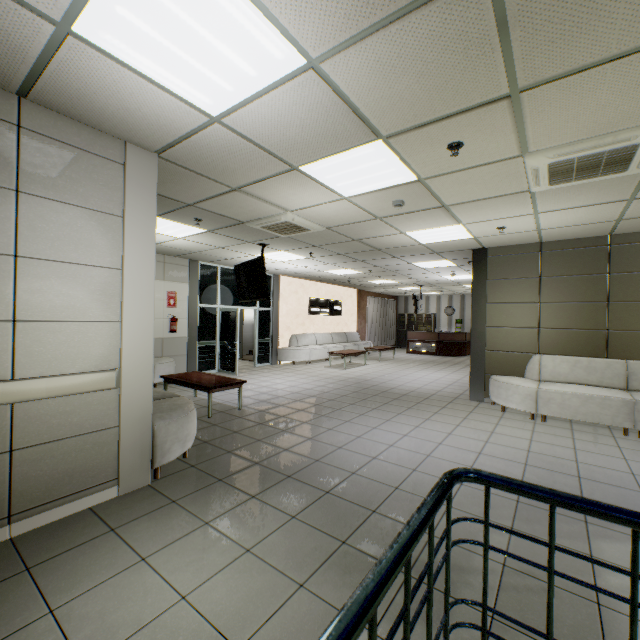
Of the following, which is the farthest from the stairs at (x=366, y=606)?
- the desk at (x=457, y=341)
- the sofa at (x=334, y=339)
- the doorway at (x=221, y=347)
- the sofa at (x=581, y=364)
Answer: the desk at (x=457, y=341)

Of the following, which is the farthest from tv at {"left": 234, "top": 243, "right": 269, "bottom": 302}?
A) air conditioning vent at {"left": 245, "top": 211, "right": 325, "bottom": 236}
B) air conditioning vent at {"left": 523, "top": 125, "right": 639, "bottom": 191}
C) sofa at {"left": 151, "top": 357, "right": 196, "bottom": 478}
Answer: air conditioning vent at {"left": 523, "top": 125, "right": 639, "bottom": 191}

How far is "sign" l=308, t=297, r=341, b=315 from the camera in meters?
13.3 m

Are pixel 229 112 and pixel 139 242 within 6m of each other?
yes

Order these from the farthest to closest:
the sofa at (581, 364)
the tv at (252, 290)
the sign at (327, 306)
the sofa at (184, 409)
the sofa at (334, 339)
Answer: the sign at (327, 306)
the sofa at (334, 339)
the tv at (252, 290)
the sofa at (581, 364)
the sofa at (184, 409)

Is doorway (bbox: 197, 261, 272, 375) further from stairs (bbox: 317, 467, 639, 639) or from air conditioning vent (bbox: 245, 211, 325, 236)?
stairs (bbox: 317, 467, 639, 639)

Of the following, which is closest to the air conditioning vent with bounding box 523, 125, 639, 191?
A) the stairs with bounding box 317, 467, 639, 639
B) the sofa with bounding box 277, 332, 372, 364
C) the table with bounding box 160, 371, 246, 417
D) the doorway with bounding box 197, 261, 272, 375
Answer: the stairs with bounding box 317, 467, 639, 639

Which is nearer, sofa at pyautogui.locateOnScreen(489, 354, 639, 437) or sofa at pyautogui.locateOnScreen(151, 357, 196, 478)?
sofa at pyautogui.locateOnScreen(151, 357, 196, 478)
